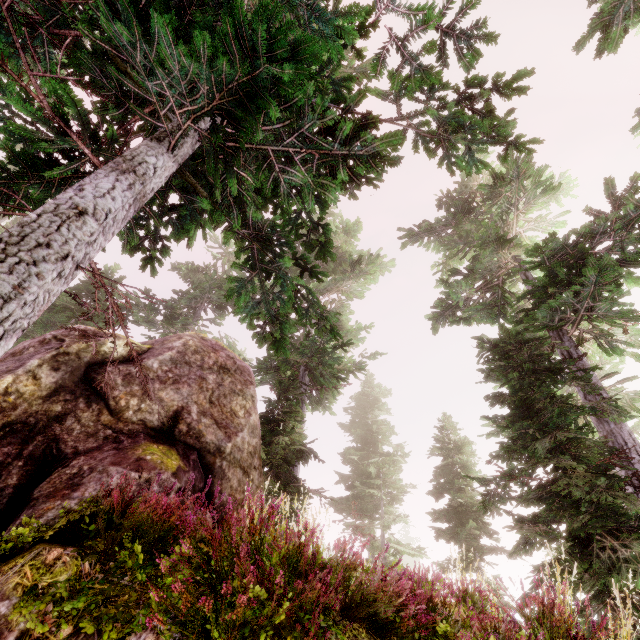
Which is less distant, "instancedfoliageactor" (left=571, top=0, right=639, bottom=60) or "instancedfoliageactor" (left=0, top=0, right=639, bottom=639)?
"instancedfoliageactor" (left=0, top=0, right=639, bottom=639)

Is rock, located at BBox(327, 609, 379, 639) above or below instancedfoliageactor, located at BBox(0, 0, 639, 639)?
below

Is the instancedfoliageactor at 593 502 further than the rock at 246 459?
No

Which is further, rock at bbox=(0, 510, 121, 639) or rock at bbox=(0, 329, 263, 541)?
rock at bbox=(0, 329, 263, 541)

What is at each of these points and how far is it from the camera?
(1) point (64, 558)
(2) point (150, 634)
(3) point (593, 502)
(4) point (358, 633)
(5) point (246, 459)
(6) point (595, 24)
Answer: (1) rock, 3.1m
(2) rock, 2.5m
(3) instancedfoliageactor, 6.4m
(4) rock, 2.9m
(5) rock, 6.4m
(6) instancedfoliageactor, 7.6m

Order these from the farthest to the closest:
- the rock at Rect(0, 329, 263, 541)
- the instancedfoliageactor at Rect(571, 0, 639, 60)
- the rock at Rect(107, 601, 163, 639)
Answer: the instancedfoliageactor at Rect(571, 0, 639, 60) < the rock at Rect(0, 329, 263, 541) < the rock at Rect(107, 601, 163, 639)
